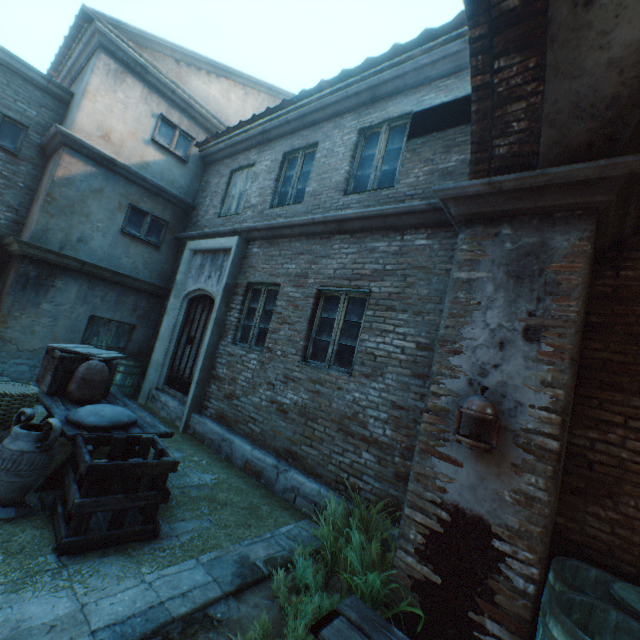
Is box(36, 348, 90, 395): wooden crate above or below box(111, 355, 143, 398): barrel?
above

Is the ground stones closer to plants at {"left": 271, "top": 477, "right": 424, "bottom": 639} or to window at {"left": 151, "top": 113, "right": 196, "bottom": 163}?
plants at {"left": 271, "top": 477, "right": 424, "bottom": 639}

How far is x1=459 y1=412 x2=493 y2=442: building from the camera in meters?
2.5 m

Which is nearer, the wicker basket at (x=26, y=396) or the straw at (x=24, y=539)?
the straw at (x=24, y=539)

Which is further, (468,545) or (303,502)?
(303,502)

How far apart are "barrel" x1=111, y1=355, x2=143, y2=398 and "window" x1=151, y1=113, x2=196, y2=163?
5.4m

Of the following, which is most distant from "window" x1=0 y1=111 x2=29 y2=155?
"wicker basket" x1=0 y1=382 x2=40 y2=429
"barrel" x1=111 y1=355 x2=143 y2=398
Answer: "wicker basket" x1=0 y1=382 x2=40 y2=429

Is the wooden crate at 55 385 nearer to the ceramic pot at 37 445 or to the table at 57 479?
the table at 57 479
